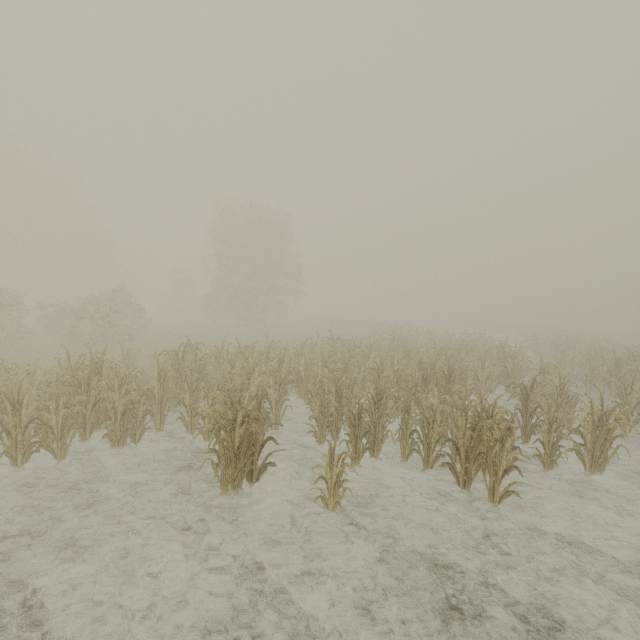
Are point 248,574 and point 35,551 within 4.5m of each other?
yes
